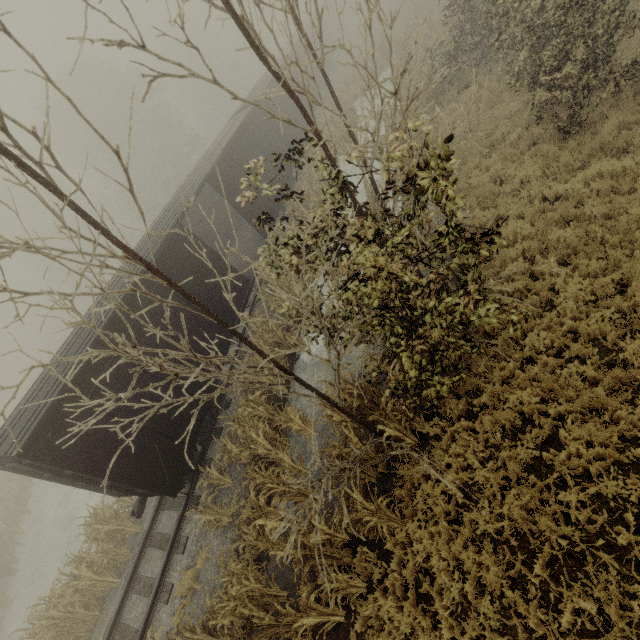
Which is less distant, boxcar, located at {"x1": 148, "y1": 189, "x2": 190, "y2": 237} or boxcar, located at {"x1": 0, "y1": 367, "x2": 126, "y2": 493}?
boxcar, located at {"x1": 0, "y1": 367, "x2": 126, "y2": 493}

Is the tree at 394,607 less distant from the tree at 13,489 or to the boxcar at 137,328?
the boxcar at 137,328

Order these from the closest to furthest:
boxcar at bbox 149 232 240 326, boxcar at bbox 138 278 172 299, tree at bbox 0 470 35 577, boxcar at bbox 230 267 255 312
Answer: boxcar at bbox 138 278 172 299 < boxcar at bbox 149 232 240 326 < boxcar at bbox 230 267 255 312 < tree at bbox 0 470 35 577

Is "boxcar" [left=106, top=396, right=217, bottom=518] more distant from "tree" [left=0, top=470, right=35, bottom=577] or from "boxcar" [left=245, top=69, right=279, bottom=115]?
"tree" [left=0, top=470, right=35, bottom=577]

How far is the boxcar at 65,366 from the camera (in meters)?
7.49

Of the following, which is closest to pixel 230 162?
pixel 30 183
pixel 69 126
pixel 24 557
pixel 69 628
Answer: pixel 30 183
